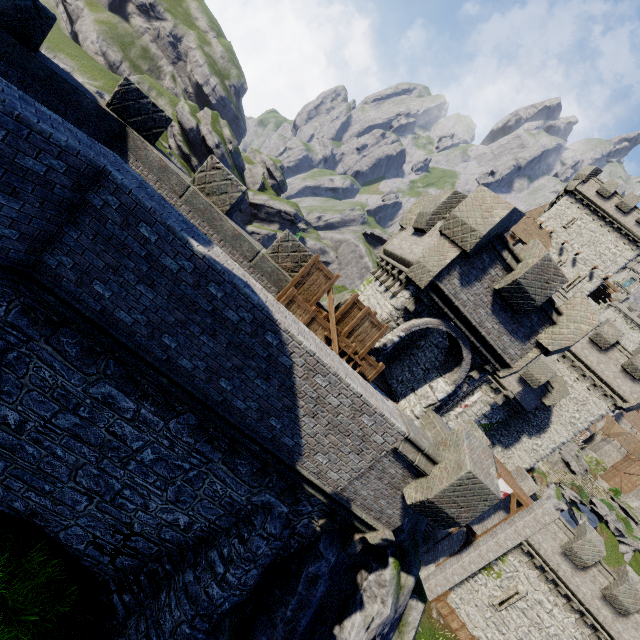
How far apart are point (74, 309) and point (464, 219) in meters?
10.7 m

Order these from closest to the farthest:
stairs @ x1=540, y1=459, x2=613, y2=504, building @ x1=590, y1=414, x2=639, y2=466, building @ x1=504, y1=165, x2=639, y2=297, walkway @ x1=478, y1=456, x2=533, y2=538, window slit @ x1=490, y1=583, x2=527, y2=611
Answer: window slit @ x1=490, y1=583, x2=527, y2=611 < walkway @ x1=478, y1=456, x2=533, y2=538 < building @ x1=504, y1=165, x2=639, y2=297 < stairs @ x1=540, y1=459, x2=613, y2=504 < building @ x1=590, y1=414, x2=639, y2=466

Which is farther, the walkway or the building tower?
the walkway

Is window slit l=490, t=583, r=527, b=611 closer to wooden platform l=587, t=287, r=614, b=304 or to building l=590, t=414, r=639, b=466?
wooden platform l=587, t=287, r=614, b=304

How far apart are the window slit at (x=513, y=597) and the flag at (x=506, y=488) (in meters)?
4.82

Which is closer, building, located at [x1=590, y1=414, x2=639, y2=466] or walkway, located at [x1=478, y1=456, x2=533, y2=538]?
walkway, located at [x1=478, y1=456, x2=533, y2=538]

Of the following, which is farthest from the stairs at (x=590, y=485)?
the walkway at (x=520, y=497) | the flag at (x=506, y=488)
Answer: the flag at (x=506, y=488)

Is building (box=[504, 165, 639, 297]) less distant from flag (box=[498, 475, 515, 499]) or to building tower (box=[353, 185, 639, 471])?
flag (box=[498, 475, 515, 499])
